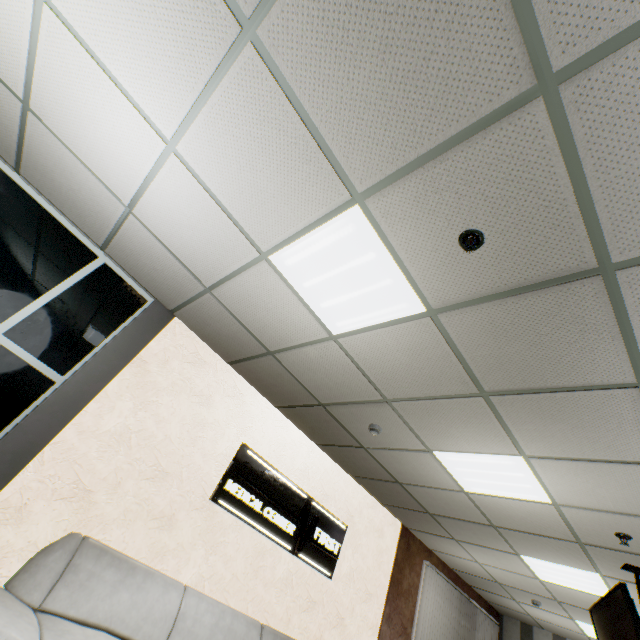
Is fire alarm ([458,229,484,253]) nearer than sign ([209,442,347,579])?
Yes

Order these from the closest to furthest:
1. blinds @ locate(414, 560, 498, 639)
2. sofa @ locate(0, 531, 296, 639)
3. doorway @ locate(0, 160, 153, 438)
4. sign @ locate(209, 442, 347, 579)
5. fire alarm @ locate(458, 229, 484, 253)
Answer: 1. fire alarm @ locate(458, 229, 484, 253)
2. sofa @ locate(0, 531, 296, 639)
3. doorway @ locate(0, 160, 153, 438)
4. sign @ locate(209, 442, 347, 579)
5. blinds @ locate(414, 560, 498, 639)

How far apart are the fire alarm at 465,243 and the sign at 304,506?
3.67m

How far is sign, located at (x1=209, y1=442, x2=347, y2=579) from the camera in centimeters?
404cm

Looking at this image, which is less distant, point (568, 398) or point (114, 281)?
point (568, 398)

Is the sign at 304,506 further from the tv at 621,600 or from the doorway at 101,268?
the tv at 621,600

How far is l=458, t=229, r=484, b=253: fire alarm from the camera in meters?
1.8 m

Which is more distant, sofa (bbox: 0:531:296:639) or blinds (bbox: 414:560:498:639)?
blinds (bbox: 414:560:498:639)
